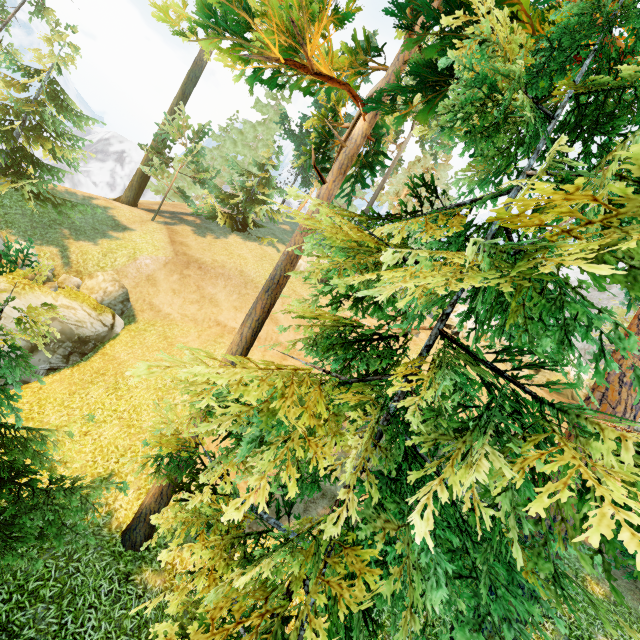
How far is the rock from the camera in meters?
14.5

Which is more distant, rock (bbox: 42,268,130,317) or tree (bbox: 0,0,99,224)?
tree (bbox: 0,0,99,224)

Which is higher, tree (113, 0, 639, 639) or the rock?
tree (113, 0, 639, 639)

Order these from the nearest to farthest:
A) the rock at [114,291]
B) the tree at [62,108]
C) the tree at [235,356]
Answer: the tree at [235,356], the rock at [114,291], the tree at [62,108]

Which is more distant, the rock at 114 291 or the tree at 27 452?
the rock at 114 291

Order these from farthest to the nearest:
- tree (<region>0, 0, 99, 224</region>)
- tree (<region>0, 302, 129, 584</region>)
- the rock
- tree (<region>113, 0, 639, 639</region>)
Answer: tree (<region>0, 0, 99, 224</region>), the rock, tree (<region>0, 302, 129, 584</region>), tree (<region>113, 0, 639, 639</region>)

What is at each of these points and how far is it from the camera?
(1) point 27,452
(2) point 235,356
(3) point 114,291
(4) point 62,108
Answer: (1) tree, 7.1 meters
(2) tree, 2.5 meters
(3) rock, 16.3 meters
(4) tree, 17.4 meters
